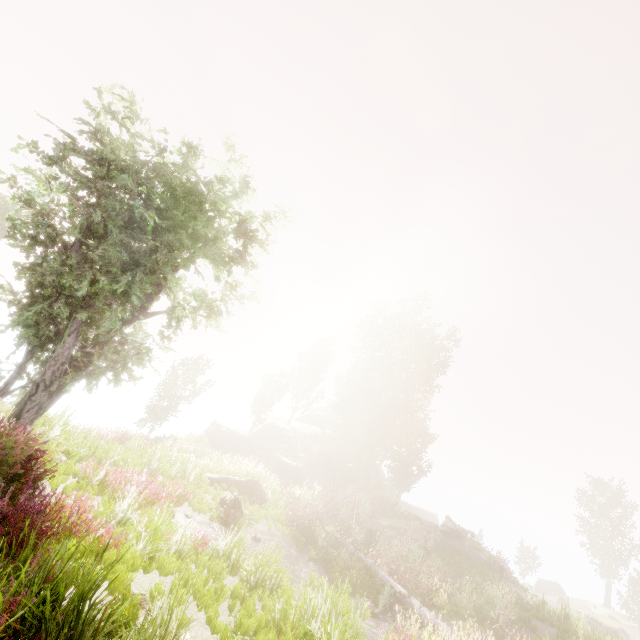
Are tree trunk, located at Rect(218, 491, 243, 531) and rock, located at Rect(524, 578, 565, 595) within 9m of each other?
no

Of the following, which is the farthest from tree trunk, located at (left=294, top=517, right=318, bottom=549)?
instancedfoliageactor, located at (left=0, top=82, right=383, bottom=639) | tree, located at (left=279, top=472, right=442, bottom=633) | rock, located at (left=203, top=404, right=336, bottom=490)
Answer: instancedfoliageactor, located at (left=0, top=82, right=383, bottom=639)

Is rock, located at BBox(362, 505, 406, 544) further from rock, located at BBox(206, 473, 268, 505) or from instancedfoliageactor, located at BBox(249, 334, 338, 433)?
rock, located at BBox(206, 473, 268, 505)

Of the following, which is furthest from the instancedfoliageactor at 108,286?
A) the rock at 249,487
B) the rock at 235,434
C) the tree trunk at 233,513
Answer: the tree trunk at 233,513

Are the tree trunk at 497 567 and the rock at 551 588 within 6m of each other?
no

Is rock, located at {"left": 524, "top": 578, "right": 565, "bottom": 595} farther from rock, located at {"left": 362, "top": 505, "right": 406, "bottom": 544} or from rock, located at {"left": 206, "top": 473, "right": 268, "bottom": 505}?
rock, located at {"left": 206, "top": 473, "right": 268, "bottom": 505}

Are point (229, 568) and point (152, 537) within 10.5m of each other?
yes

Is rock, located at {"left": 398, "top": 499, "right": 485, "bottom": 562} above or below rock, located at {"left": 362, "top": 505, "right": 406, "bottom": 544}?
above
